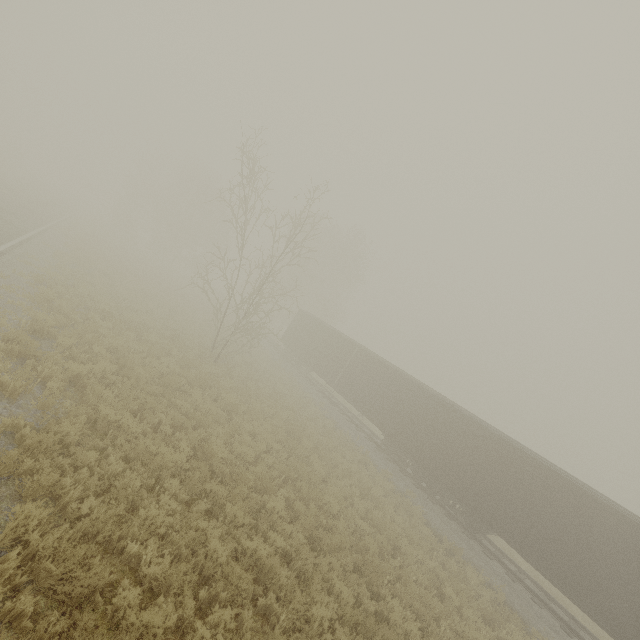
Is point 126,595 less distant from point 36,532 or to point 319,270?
point 36,532
